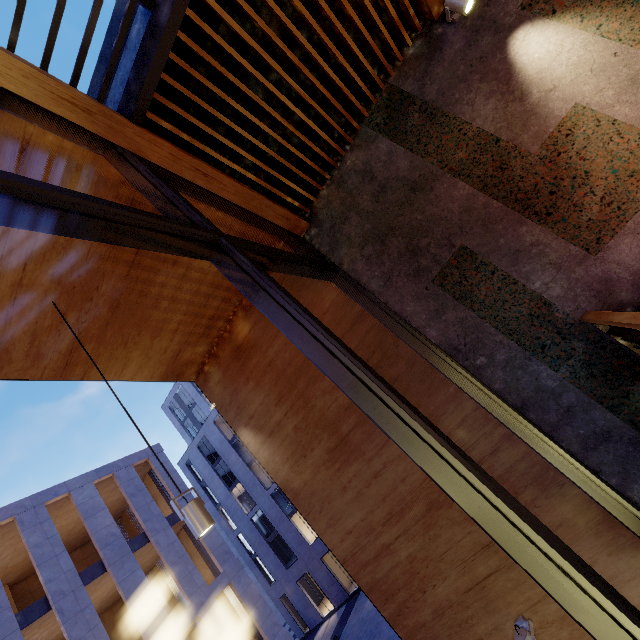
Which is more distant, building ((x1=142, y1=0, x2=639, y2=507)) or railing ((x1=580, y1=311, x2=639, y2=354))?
building ((x1=142, y1=0, x2=639, y2=507))

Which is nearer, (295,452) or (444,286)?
(444,286)

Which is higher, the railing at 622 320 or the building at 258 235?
the building at 258 235

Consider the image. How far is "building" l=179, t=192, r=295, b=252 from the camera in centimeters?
361cm

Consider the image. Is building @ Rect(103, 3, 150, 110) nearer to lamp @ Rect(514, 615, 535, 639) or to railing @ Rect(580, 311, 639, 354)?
railing @ Rect(580, 311, 639, 354)

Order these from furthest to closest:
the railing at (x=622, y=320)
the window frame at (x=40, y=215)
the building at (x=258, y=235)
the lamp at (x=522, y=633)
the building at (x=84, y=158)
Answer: the building at (x=258, y=235) < the lamp at (x=522, y=633) < the building at (x=84, y=158) < the railing at (x=622, y=320) < the window frame at (x=40, y=215)

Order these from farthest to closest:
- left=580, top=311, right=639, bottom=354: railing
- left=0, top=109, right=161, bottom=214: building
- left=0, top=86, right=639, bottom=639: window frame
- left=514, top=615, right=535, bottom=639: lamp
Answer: left=514, top=615, right=535, bottom=639: lamp, left=0, top=109, right=161, bottom=214: building, left=580, top=311, right=639, bottom=354: railing, left=0, top=86, right=639, bottom=639: window frame

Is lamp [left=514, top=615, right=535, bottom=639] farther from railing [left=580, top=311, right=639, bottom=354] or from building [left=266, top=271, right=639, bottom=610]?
railing [left=580, top=311, right=639, bottom=354]
